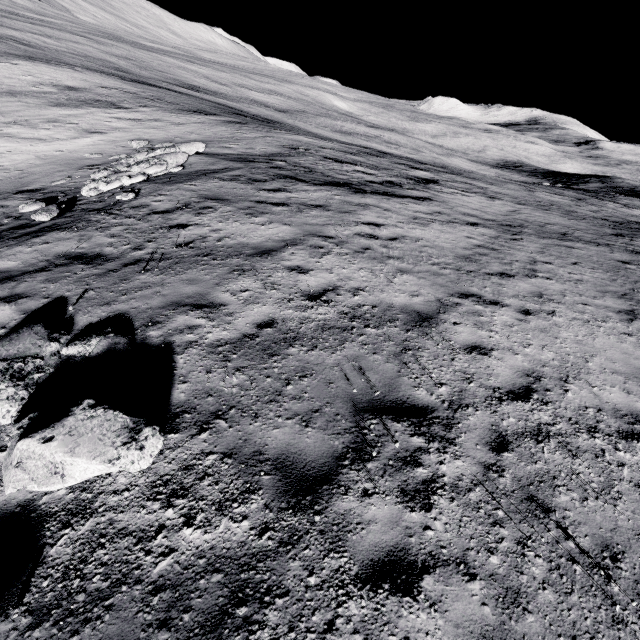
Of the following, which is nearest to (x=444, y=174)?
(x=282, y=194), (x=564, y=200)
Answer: (x=564, y=200)
